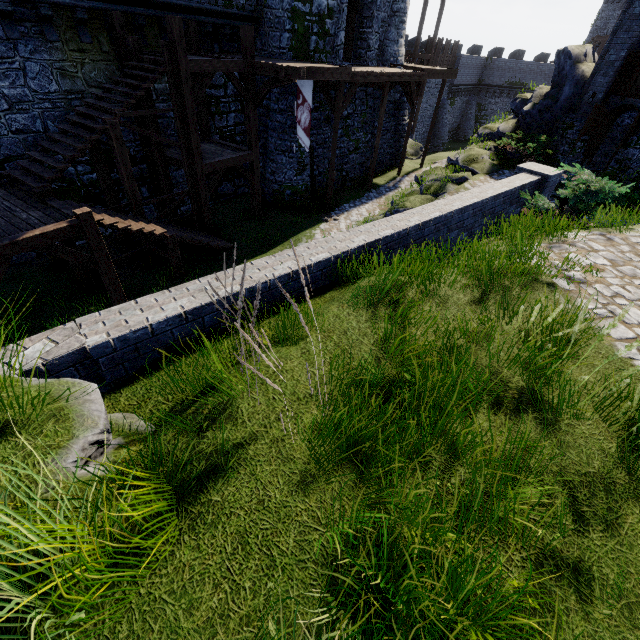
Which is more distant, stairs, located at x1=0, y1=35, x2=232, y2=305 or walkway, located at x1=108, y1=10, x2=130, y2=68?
walkway, located at x1=108, y1=10, x2=130, y2=68

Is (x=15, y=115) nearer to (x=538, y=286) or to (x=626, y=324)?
(x=538, y=286)

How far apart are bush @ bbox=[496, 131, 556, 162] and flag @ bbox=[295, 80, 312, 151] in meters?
9.4

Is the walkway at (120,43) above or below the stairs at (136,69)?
above

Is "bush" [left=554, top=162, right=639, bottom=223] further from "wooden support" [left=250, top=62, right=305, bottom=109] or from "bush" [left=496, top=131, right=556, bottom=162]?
"bush" [left=496, top=131, right=556, bottom=162]

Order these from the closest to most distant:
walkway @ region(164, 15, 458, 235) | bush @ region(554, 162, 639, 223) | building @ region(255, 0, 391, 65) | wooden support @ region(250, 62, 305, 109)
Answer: bush @ region(554, 162, 639, 223) < walkway @ region(164, 15, 458, 235) < wooden support @ region(250, 62, 305, 109) < building @ region(255, 0, 391, 65)

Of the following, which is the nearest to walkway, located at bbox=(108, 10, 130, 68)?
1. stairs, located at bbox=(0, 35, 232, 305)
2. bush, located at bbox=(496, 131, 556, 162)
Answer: stairs, located at bbox=(0, 35, 232, 305)

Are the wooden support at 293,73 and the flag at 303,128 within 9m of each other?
yes
